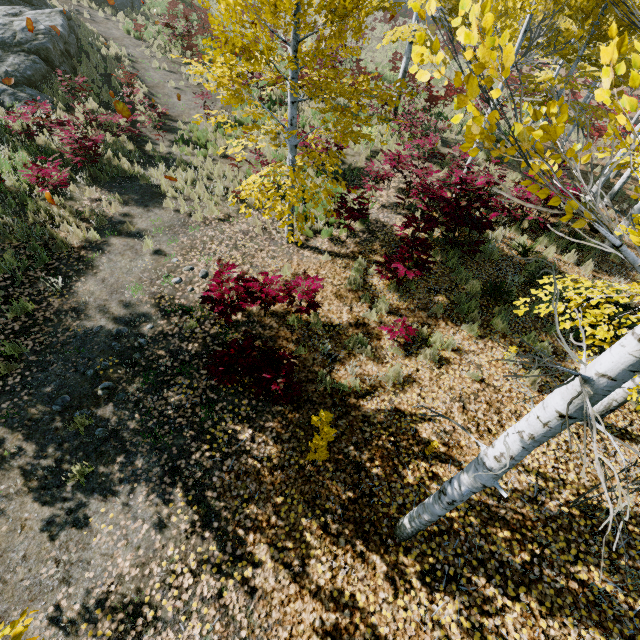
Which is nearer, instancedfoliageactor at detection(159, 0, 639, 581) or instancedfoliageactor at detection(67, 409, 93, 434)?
instancedfoliageactor at detection(159, 0, 639, 581)

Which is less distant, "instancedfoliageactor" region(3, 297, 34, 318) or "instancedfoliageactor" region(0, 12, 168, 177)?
"instancedfoliageactor" region(3, 297, 34, 318)

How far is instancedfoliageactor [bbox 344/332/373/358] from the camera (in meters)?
6.26

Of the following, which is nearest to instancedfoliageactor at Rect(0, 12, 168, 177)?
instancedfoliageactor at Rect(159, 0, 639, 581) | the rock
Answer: instancedfoliageactor at Rect(159, 0, 639, 581)

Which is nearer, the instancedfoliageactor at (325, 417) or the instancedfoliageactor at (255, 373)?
the instancedfoliageactor at (325, 417)

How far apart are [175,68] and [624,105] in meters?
21.9 m

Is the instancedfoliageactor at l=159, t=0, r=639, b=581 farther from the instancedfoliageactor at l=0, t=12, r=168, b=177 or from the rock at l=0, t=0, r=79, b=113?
the rock at l=0, t=0, r=79, b=113

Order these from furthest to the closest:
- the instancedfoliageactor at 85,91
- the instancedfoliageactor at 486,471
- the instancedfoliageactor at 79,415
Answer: the instancedfoliageactor at 85,91, the instancedfoliageactor at 79,415, the instancedfoliageactor at 486,471
